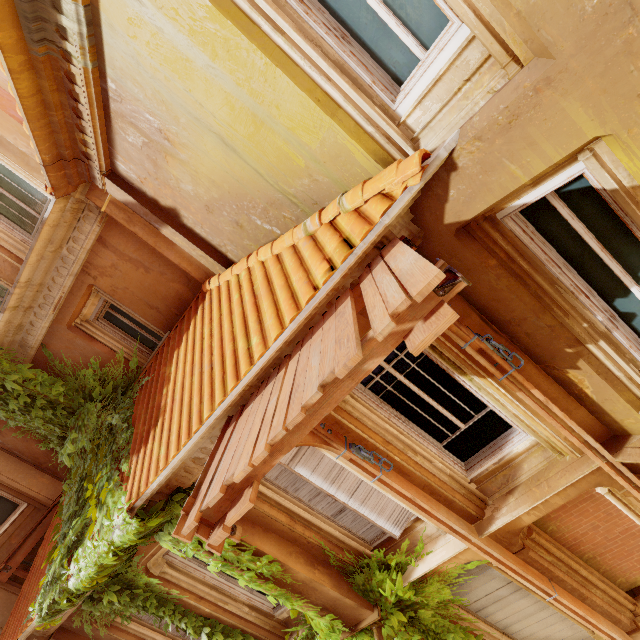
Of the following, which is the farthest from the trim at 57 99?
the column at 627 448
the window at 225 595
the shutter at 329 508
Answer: the window at 225 595

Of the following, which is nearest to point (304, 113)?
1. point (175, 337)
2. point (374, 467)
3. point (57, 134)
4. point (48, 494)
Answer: point (57, 134)

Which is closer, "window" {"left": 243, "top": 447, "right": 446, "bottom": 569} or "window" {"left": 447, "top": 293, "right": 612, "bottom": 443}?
"window" {"left": 447, "top": 293, "right": 612, "bottom": 443}

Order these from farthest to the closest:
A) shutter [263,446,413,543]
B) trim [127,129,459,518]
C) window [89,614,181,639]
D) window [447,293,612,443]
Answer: window [89,614,181,639] < shutter [263,446,413,543] < window [447,293,612,443] < trim [127,129,459,518]

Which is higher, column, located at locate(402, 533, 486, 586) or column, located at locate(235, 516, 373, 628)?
column, located at locate(235, 516, 373, 628)

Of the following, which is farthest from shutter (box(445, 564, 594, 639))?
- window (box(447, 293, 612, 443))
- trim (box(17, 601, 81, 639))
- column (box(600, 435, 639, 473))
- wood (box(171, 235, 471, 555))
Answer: trim (box(17, 601, 81, 639))

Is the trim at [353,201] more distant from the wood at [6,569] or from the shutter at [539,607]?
the wood at [6,569]

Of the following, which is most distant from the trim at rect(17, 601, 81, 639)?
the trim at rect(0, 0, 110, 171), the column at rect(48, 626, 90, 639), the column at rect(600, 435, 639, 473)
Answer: the trim at rect(0, 0, 110, 171)
